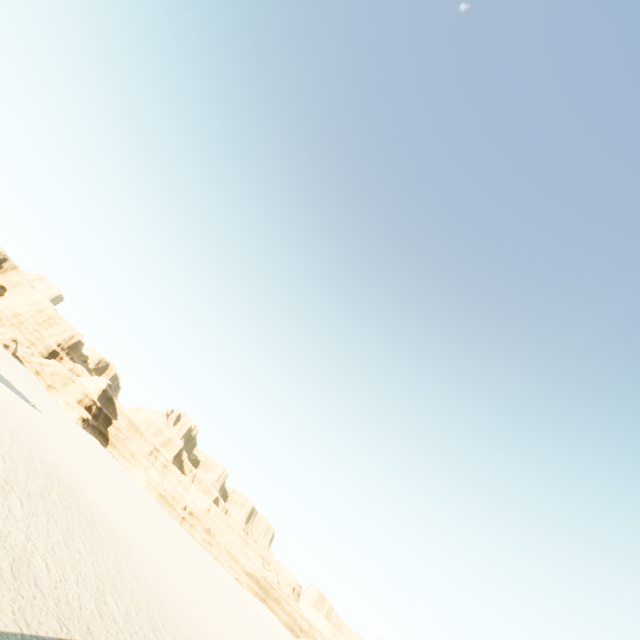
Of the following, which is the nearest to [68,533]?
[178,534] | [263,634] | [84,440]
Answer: [263,634]
